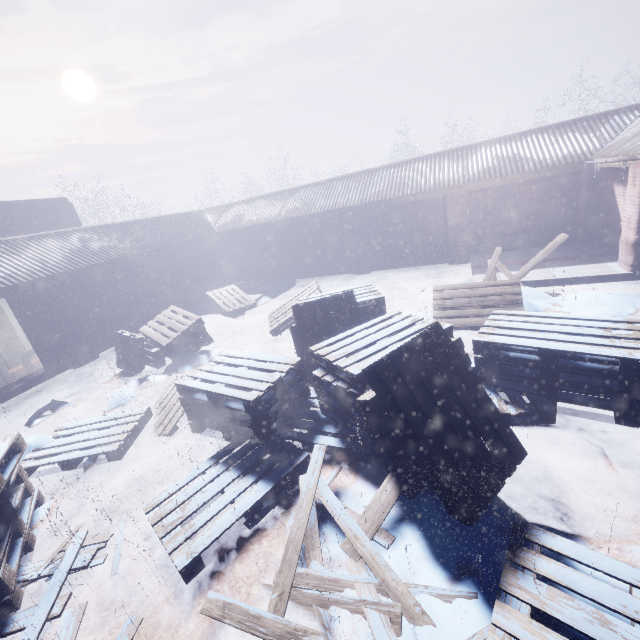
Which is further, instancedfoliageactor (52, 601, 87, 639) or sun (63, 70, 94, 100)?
sun (63, 70, 94, 100)

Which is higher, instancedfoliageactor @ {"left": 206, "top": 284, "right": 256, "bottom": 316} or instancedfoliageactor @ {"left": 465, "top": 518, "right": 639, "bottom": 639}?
instancedfoliageactor @ {"left": 206, "top": 284, "right": 256, "bottom": 316}

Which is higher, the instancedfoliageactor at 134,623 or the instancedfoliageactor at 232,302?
the instancedfoliageactor at 232,302

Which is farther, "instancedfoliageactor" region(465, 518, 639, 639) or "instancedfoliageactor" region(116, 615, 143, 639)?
"instancedfoliageactor" region(116, 615, 143, 639)

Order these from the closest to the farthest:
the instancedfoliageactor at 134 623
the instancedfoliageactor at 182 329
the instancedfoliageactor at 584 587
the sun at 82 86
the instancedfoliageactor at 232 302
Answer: the instancedfoliageactor at 584 587, the instancedfoliageactor at 134 623, the instancedfoliageactor at 182 329, the instancedfoliageactor at 232 302, the sun at 82 86

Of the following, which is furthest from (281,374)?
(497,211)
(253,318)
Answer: (497,211)

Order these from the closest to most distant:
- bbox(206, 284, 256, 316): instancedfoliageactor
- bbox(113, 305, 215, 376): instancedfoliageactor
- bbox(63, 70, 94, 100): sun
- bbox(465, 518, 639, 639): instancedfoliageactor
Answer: bbox(465, 518, 639, 639): instancedfoliageactor → bbox(113, 305, 215, 376): instancedfoliageactor → bbox(206, 284, 256, 316): instancedfoliageactor → bbox(63, 70, 94, 100): sun
